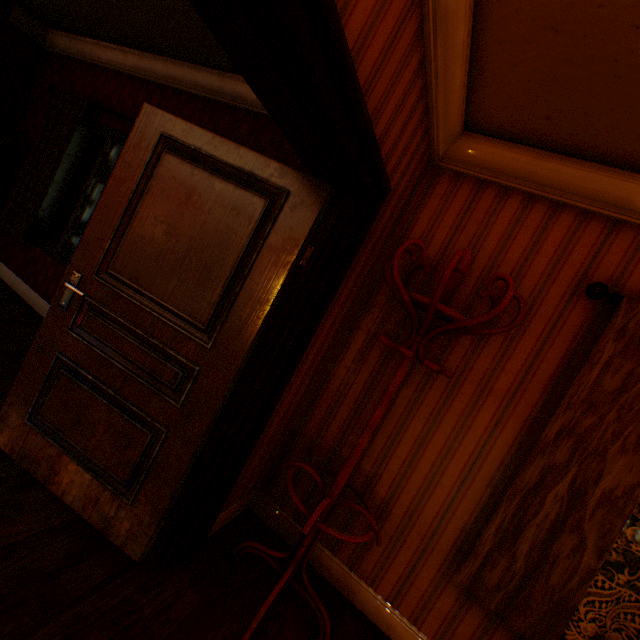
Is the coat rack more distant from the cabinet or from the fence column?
the fence column

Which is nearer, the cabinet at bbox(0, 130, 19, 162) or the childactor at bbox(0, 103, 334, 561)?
the childactor at bbox(0, 103, 334, 561)

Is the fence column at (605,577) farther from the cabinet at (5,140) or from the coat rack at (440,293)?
the cabinet at (5,140)

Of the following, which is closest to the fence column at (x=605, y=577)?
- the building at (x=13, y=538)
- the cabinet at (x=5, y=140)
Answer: the building at (x=13, y=538)

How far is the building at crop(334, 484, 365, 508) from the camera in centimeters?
226cm

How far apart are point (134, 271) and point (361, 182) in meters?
1.3 m
